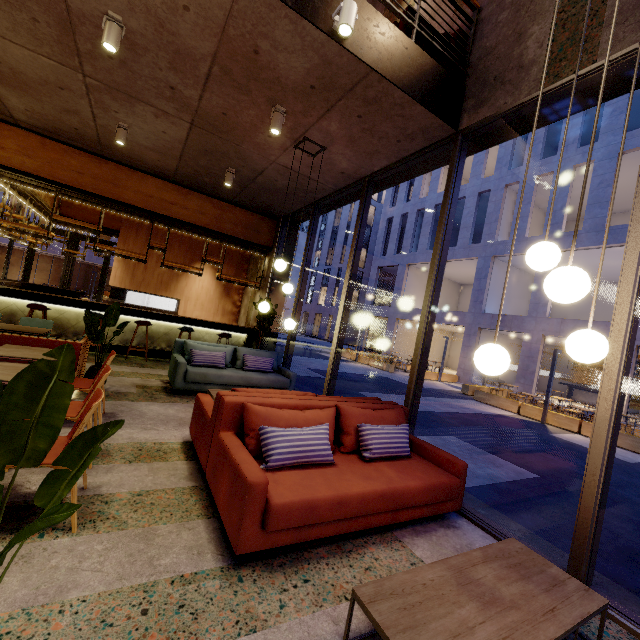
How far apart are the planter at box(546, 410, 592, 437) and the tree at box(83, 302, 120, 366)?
14.31m

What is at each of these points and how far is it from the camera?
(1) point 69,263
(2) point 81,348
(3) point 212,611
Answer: (1) door, 14.24m
(2) seat, 4.54m
(3) building, 1.79m

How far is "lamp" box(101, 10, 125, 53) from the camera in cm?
348

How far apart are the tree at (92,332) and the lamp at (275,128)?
3.6 meters

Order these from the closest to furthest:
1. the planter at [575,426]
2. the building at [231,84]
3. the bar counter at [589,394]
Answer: the building at [231,84]
the planter at [575,426]
the bar counter at [589,394]

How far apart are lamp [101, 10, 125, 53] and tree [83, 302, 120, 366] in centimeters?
330cm

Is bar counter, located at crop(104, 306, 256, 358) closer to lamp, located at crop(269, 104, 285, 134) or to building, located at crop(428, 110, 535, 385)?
lamp, located at crop(269, 104, 285, 134)

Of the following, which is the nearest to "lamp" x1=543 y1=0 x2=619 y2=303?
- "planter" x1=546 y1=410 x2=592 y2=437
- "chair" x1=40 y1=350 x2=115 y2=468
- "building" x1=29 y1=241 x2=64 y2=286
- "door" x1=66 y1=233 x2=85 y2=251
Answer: "chair" x1=40 y1=350 x2=115 y2=468
